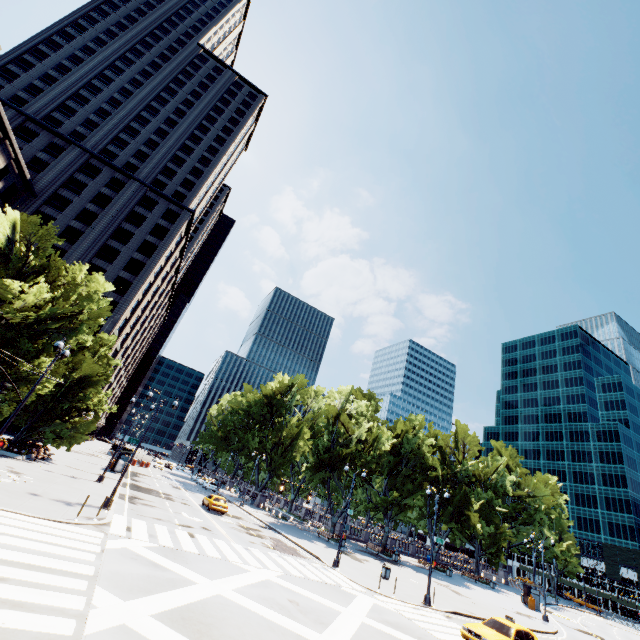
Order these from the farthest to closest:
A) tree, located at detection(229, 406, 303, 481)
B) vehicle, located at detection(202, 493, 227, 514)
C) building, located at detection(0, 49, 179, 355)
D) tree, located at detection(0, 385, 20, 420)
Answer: tree, located at detection(229, 406, 303, 481), building, located at detection(0, 49, 179, 355), vehicle, located at detection(202, 493, 227, 514), tree, located at detection(0, 385, 20, 420)

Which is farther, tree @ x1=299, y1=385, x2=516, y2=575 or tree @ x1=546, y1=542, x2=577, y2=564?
tree @ x1=546, y1=542, x2=577, y2=564

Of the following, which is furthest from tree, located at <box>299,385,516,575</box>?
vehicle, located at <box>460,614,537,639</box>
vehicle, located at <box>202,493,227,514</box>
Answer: vehicle, located at <box>460,614,537,639</box>

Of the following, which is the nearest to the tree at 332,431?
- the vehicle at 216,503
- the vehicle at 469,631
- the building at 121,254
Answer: the building at 121,254

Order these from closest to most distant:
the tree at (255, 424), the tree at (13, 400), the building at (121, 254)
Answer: the tree at (13, 400) → the building at (121, 254) → the tree at (255, 424)

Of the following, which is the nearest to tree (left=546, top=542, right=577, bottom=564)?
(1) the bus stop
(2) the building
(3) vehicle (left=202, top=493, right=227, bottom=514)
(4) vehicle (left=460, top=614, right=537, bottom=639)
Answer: (1) the bus stop

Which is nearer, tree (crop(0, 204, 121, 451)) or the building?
tree (crop(0, 204, 121, 451))

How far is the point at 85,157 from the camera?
55.7 meters
